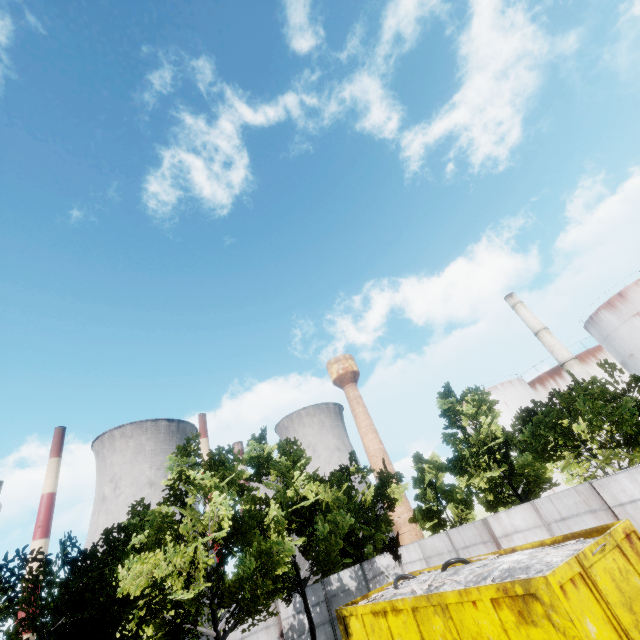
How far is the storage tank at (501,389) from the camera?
46.5 meters

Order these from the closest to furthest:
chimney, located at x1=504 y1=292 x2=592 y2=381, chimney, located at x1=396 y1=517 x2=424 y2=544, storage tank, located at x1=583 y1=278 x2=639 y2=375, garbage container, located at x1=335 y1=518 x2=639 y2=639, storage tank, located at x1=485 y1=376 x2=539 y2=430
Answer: garbage container, located at x1=335 y1=518 x2=639 y2=639, storage tank, located at x1=583 y1=278 x2=639 y2=375, chimney, located at x1=504 y1=292 x2=592 y2=381, storage tank, located at x1=485 y1=376 x2=539 y2=430, chimney, located at x1=396 y1=517 x2=424 y2=544

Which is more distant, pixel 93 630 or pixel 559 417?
pixel 559 417

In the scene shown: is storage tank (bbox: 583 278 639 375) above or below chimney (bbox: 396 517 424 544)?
above

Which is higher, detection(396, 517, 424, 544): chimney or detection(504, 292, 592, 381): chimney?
detection(504, 292, 592, 381): chimney

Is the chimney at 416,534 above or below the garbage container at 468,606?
above

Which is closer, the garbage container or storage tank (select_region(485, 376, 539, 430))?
the garbage container

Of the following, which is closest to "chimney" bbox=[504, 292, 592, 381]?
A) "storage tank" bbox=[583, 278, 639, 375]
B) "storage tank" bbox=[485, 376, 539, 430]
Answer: "storage tank" bbox=[583, 278, 639, 375]
